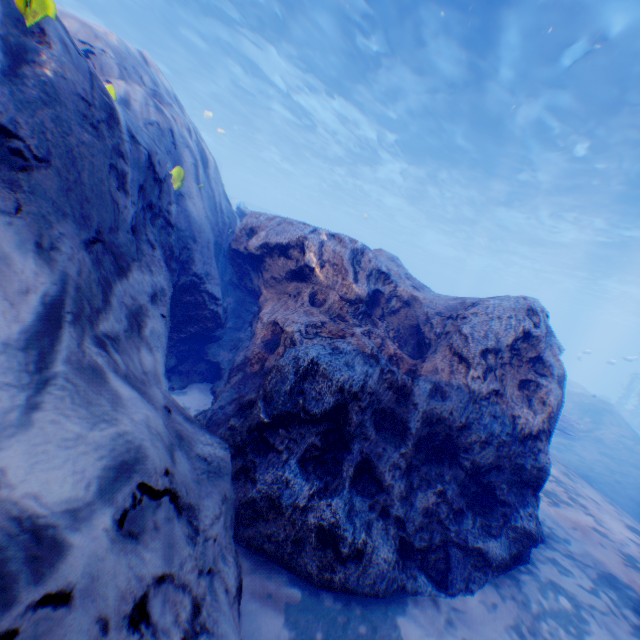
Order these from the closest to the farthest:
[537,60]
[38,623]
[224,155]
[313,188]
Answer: [38,623]
[537,60]
[313,188]
[224,155]

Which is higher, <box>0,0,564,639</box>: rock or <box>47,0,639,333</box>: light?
<box>47,0,639,333</box>: light

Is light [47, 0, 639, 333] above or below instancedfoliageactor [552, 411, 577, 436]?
above

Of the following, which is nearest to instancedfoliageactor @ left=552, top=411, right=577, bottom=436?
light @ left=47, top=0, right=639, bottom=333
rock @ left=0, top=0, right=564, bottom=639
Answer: rock @ left=0, top=0, right=564, bottom=639

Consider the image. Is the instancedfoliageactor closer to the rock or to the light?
the rock

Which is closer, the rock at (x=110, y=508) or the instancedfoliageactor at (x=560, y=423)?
the rock at (x=110, y=508)

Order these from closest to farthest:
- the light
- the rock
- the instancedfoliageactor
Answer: the rock → the light → the instancedfoliageactor

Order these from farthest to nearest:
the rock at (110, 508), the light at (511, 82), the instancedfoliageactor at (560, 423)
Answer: the instancedfoliageactor at (560, 423)
the light at (511, 82)
the rock at (110, 508)
